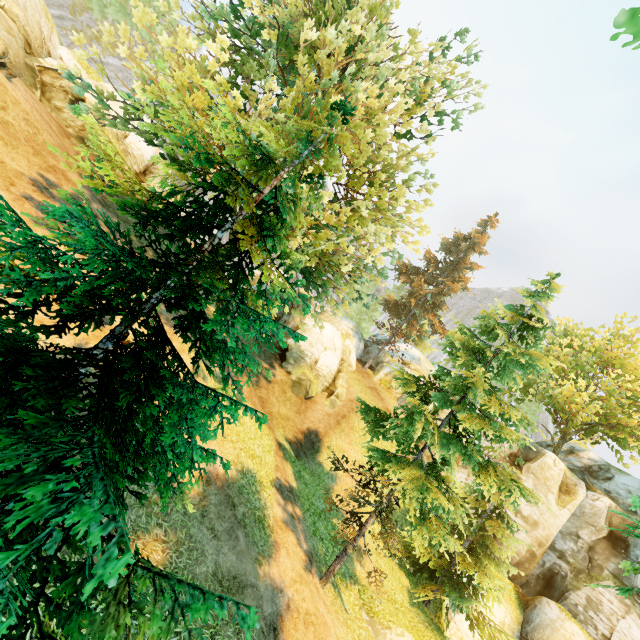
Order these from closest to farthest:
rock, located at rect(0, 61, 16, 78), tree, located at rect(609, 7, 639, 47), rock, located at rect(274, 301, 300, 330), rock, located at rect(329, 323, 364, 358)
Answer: tree, located at rect(609, 7, 639, 47) → rock, located at rect(0, 61, 16, 78) → rock, located at rect(274, 301, 300, 330) → rock, located at rect(329, 323, 364, 358)

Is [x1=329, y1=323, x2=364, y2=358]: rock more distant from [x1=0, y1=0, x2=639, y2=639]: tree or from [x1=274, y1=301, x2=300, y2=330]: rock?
[x1=274, y1=301, x2=300, y2=330]: rock

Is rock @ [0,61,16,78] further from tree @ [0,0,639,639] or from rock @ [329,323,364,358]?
rock @ [329,323,364,358]

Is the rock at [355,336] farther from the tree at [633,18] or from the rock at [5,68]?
the rock at [5,68]

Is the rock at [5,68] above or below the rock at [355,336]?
below

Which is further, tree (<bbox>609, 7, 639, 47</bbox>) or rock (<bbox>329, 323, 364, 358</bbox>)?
rock (<bbox>329, 323, 364, 358</bbox>)

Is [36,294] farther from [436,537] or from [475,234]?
[475,234]
